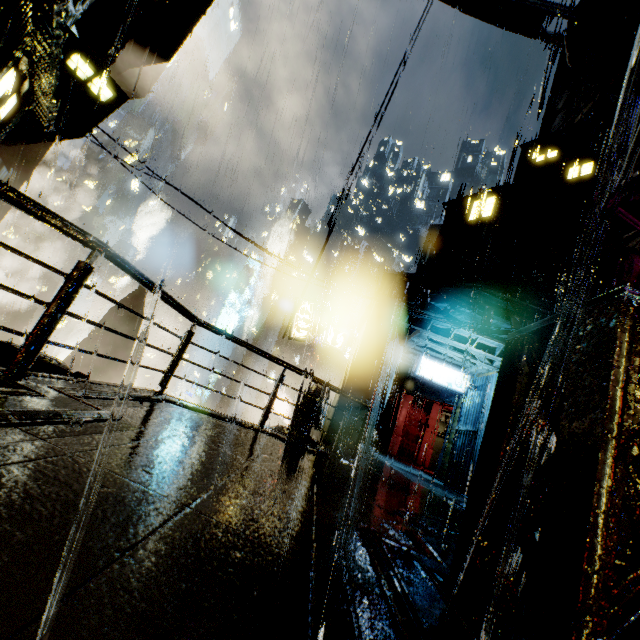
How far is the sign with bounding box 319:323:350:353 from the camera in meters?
17.3 m

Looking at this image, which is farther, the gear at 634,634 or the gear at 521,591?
the gear at 521,591

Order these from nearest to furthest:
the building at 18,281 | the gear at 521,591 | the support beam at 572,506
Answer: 1. the support beam at 572,506
2. the gear at 521,591
3. the building at 18,281

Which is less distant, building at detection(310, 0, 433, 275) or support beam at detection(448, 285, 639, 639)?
support beam at detection(448, 285, 639, 639)

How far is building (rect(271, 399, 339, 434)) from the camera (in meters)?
12.30

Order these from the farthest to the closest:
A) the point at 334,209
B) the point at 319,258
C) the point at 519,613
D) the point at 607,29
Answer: the point at 607,29 → the point at 334,209 → the point at 319,258 → the point at 519,613

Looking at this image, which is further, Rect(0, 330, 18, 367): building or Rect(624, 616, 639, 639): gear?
Rect(0, 330, 18, 367): building

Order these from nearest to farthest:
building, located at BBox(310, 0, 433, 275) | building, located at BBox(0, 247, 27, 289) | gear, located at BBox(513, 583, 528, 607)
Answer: gear, located at BBox(513, 583, 528, 607), building, located at BBox(310, 0, 433, 275), building, located at BBox(0, 247, 27, 289)
